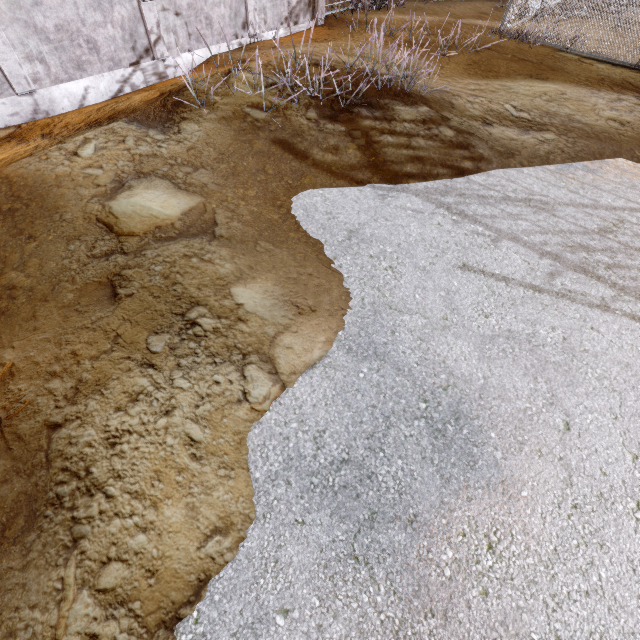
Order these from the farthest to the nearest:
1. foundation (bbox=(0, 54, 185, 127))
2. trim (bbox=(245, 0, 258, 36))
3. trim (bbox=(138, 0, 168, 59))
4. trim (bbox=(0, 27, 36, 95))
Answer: trim (bbox=(245, 0, 258, 36)) → trim (bbox=(138, 0, 168, 59)) → foundation (bbox=(0, 54, 185, 127)) → trim (bbox=(0, 27, 36, 95))

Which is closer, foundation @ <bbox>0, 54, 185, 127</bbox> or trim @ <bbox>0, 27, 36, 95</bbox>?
trim @ <bbox>0, 27, 36, 95</bbox>

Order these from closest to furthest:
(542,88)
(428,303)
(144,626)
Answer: (144,626) < (428,303) < (542,88)

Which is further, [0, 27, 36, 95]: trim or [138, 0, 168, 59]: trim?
[138, 0, 168, 59]: trim

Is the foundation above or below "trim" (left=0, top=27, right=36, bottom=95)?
below

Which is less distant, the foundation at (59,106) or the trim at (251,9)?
the foundation at (59,106)

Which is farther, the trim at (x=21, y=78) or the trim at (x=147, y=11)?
the trim at (x=147, y=11)
